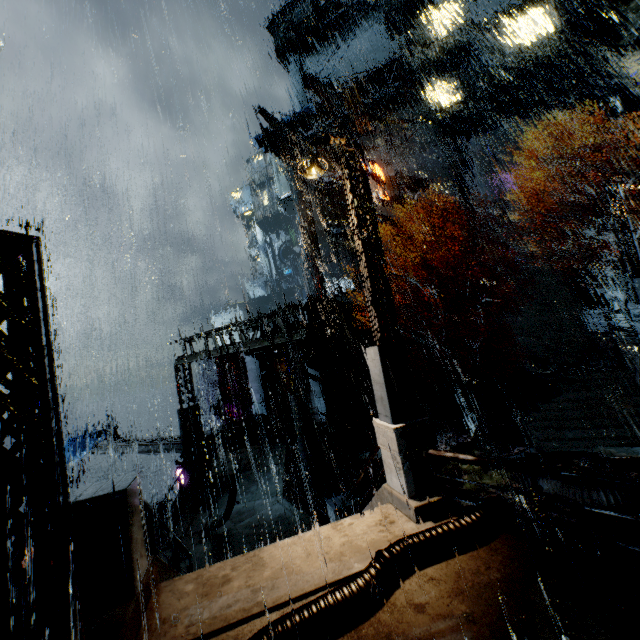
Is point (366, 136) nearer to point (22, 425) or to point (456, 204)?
point (456, 204)

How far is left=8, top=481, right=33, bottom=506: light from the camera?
3.55m

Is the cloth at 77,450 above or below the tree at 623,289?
below

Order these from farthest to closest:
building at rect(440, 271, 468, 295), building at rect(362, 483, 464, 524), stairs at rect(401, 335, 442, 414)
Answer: building at rect(440, 271, 468, 295)
stairs at rect(401, 335, 442, 414)
building at rect(362, 483, 464, 524)

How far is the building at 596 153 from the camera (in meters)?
30.16

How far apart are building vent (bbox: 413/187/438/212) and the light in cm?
Result: 4105

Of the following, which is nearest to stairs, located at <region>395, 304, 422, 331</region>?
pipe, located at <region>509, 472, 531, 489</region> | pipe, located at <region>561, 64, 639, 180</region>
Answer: pipe, located at <region>509, 472, 531, 489</region>

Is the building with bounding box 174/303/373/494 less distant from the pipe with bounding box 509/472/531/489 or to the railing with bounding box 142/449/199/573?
the railing with bounding box 142/449/199/573
